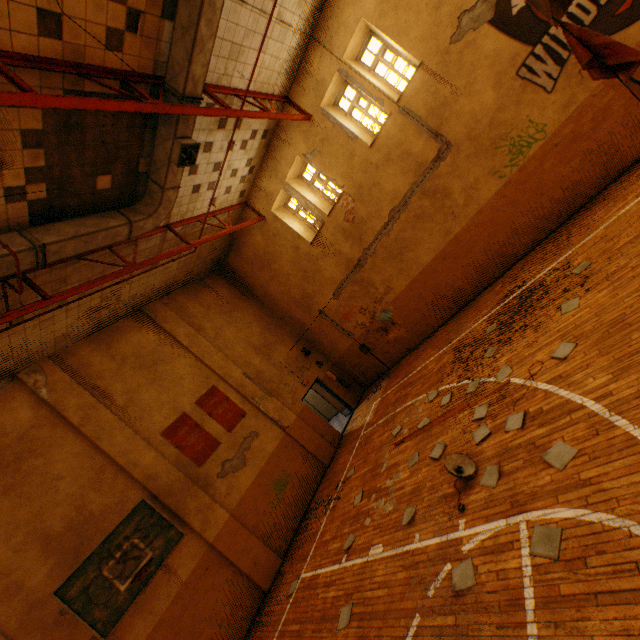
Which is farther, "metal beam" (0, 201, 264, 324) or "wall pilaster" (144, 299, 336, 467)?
"wall pilaster" (144, 299, 336, 467)

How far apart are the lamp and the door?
7.97m

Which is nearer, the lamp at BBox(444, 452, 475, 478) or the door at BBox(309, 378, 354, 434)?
the lamp at BBox(444, 452, 475, 478)

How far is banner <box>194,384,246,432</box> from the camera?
10.69m

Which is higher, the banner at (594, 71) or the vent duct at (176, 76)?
the vent duct at (176, 76)

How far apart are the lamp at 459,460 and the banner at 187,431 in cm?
730

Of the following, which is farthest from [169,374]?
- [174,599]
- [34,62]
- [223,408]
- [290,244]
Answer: [34,62]

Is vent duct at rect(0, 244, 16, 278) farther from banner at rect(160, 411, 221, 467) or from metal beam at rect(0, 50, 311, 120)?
banner at rect(160, 411, 221, 467)
